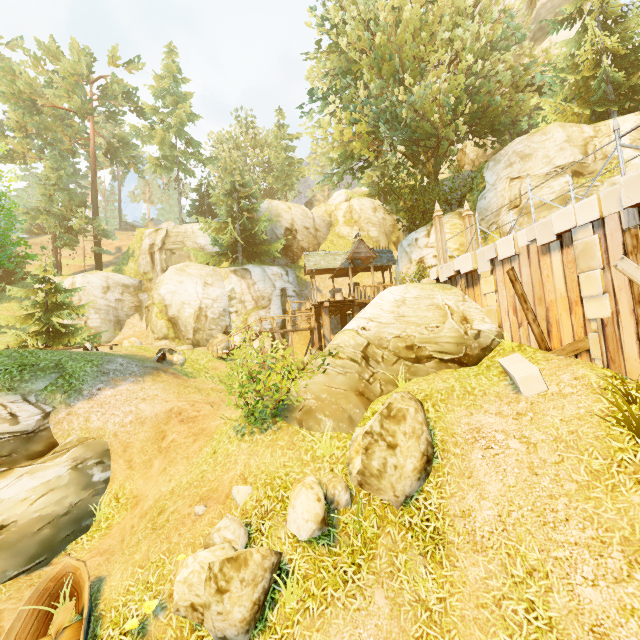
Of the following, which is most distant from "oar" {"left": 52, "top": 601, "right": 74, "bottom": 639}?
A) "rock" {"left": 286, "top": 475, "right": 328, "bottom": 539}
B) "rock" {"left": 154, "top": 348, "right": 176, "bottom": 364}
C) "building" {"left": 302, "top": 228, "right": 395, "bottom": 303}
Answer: "building" {"left": 302, "top": 228, "right": 395, "bottom": 303}

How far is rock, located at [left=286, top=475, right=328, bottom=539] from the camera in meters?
6.0

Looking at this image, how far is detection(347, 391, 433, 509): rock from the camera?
6.24m

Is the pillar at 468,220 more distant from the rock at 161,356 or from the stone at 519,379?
the rock at 161,356

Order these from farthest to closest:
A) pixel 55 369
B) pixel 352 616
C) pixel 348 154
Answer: pixel 348 154 → pixel 55 369 → pixel 352 616

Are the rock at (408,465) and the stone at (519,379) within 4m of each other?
yes

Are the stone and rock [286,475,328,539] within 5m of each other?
yes

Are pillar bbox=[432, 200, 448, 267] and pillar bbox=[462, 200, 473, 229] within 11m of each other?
yes
